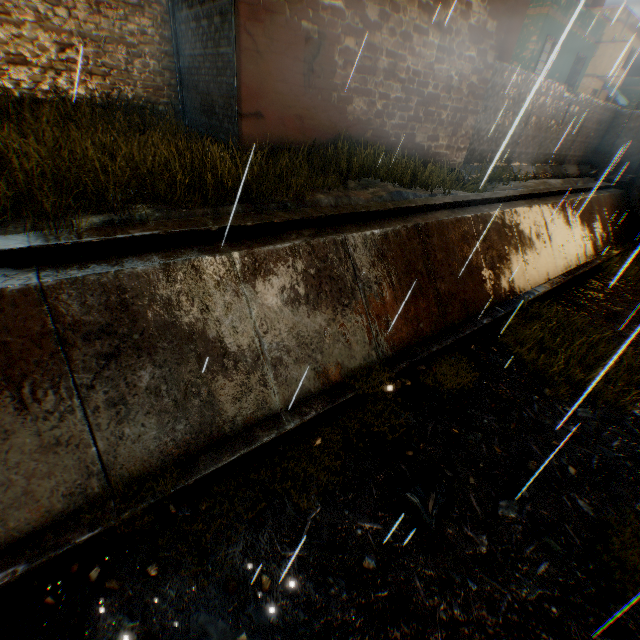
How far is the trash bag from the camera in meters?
4.0

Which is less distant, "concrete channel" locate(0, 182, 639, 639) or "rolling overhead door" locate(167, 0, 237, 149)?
"concrete channel" locate(0, 182, 639, 639)

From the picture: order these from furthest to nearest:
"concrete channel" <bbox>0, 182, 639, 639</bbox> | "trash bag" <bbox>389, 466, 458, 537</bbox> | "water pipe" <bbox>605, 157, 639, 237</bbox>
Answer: "water pipe" <bbox>605, 157, 639, 237</bbox> < "trash bag" <bbox>389, 466, 458, 537</bbox> < "concrete channel" <bbox>0, 182, 639, 639</bbox>

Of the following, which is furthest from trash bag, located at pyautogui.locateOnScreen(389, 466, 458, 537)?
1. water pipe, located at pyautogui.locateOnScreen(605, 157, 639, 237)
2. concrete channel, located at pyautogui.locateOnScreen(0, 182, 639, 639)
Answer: water pipe, located at pyautogui.locateOnScreen(605, 157, 639, 237)

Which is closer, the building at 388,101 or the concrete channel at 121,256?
the concrete channel at 121,256

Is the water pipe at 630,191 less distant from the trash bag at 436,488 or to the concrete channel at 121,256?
the concrete channel at 121,256

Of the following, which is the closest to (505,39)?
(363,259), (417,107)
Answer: (417,107)

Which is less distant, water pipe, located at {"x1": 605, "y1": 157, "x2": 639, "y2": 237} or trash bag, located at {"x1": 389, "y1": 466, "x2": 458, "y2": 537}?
trash bag, located at {"x1": 389, "y1": 466, "x2": 458, "y2": 537}
